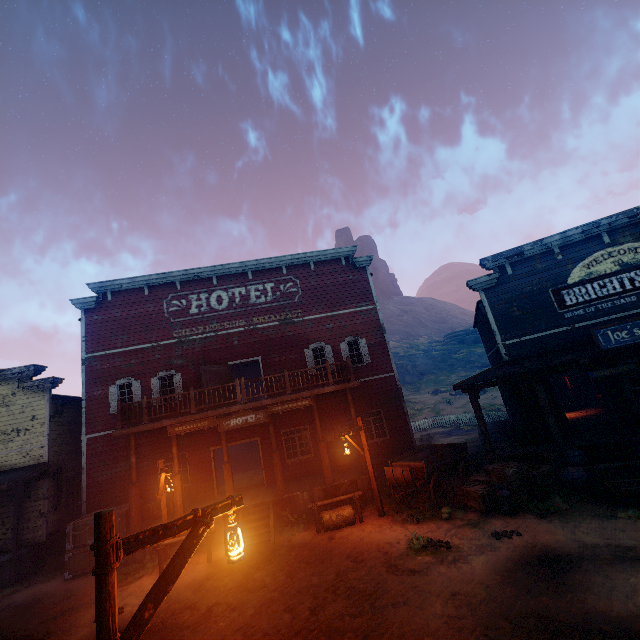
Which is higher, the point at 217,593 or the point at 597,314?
the point at 597,314

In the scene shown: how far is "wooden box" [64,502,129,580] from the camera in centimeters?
1170cm

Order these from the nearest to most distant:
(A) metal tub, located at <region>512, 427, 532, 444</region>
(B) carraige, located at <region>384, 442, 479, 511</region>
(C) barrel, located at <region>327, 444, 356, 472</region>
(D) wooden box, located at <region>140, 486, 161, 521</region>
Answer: (B) carraige, located at <region>384, 442, 479, 511</region>, (A) metal tub, located at <region>512, 427, 532, 444</region>, (D) wooden box, located at <region>140, 486, 161, 521</region>, (C) barrel, located at <region>327, 444, 356, 472</region>

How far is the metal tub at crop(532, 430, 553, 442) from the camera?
12.1 meters

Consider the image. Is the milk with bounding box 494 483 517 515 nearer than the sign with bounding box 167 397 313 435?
Yes

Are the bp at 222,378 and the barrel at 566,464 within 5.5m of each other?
no

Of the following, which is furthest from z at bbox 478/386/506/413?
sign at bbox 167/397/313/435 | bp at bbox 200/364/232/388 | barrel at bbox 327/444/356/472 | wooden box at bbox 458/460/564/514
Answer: bp at bbox 200/364/232/388

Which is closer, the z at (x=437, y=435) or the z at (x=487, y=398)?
Result: the z at (x=437, y=435)
